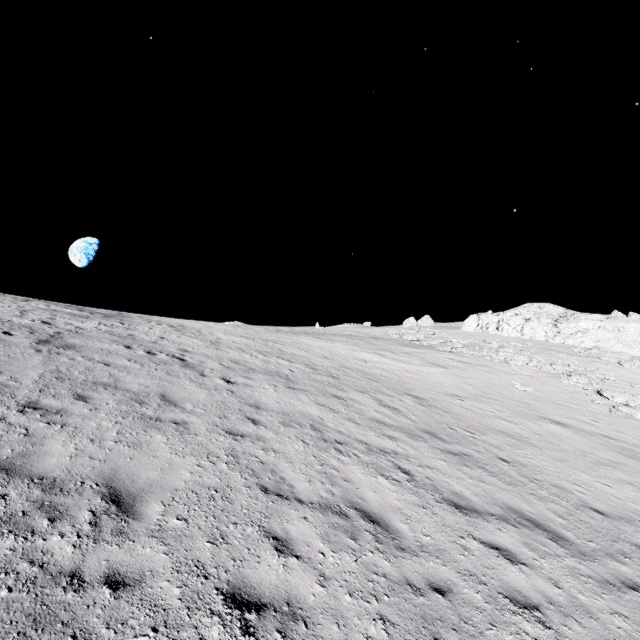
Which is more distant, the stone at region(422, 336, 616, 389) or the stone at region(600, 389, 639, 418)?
the stone at region(422, 336, 616, 389)

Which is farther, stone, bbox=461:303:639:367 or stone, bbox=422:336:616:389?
stone, bbox=461:303:639:367

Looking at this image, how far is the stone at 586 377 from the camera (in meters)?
22.06

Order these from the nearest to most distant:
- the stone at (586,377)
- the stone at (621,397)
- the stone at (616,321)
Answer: the stone at (621,397) < the stone at (586,377) < the stone at (616,321)

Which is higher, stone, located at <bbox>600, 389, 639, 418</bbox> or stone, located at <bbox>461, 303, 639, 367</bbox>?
stone, located at <bbox>461, 303, 639, 367</bbox>

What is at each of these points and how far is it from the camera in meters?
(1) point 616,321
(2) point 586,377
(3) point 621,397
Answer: (1) stone, 32.3
(2) stone, 22.2
(3) stone, 18.7

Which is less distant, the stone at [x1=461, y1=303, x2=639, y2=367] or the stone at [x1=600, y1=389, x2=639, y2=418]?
the stone at [x1=600, y1=389, x2=639, y2=418]

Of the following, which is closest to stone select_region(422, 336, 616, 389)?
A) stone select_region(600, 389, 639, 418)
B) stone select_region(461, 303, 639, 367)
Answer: stone select_region(600, 389, 639, 418)
